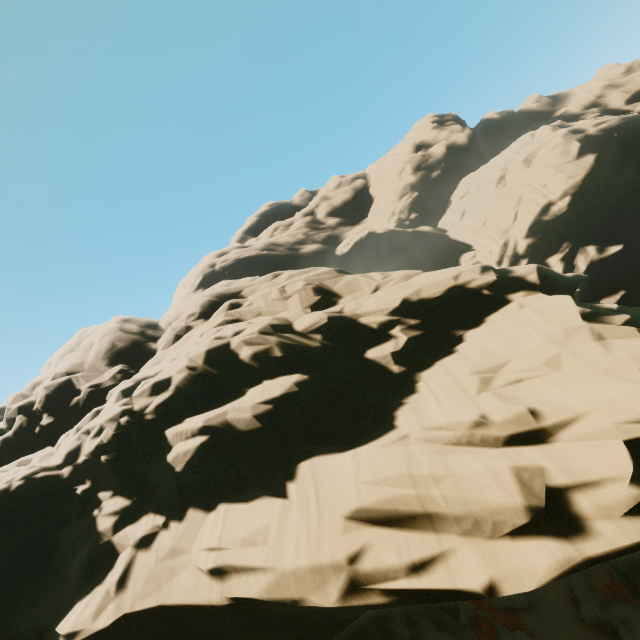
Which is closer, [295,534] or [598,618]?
[295,534]

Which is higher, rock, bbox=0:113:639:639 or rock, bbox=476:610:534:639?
rock, bbox=0:113:639:639

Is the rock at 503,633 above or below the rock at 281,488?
below

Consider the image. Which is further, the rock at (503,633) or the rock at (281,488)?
the rock at (503,633)

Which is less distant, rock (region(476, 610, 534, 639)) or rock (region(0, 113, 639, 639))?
rock (region(0, 113, 639, 639))
